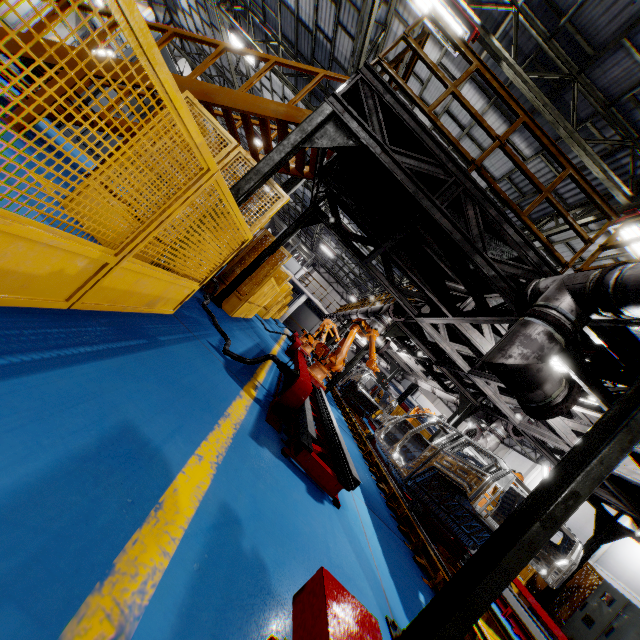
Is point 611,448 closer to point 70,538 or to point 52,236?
point 70,538

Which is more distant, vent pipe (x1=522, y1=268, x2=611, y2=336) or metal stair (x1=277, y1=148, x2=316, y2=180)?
metal stair (x1=277, y1=148, x2=316, y2=180)

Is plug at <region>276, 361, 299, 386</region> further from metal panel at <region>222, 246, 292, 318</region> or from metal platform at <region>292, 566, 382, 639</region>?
metal platform at <region>292, 566, 382, 639</region>

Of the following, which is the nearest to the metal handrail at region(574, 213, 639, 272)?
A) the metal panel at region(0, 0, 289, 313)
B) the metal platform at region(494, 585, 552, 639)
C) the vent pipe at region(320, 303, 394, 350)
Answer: the metal panel at region(0, 0, 289, 313)

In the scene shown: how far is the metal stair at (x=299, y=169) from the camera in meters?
7.0 m

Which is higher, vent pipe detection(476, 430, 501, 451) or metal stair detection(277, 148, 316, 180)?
metal stair detection(277, 148, 316, 180)

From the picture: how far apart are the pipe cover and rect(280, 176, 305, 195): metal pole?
12.2m

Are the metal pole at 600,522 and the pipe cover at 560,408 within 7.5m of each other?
no
